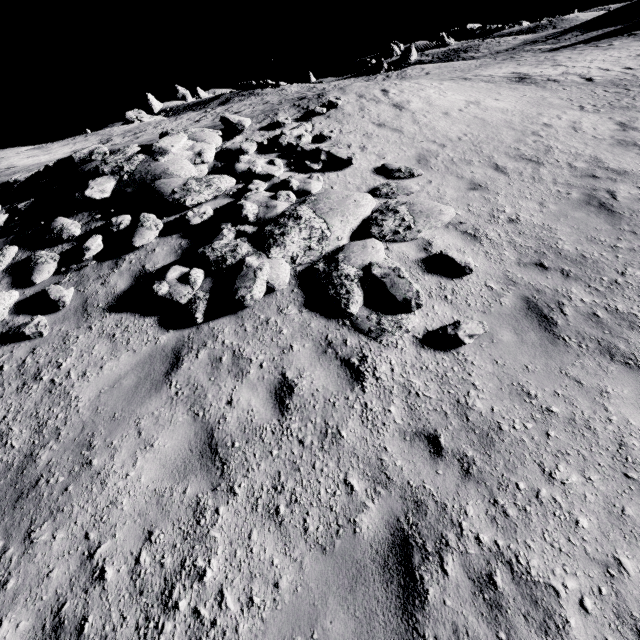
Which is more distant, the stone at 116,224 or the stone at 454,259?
the stone at 116,224

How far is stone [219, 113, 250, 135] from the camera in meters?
10.3 m

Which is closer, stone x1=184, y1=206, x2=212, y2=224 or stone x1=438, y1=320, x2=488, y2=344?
stone x1=438, y1=320, x2=488, y2=344

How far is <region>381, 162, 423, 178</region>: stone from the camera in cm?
827

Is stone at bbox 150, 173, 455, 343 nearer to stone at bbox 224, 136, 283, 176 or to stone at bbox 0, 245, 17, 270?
stone at bbox 224, 136, 283, 176

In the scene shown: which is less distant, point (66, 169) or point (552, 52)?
point (66, 169)

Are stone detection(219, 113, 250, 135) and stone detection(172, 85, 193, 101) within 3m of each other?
no

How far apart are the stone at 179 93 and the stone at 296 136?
62.2m
